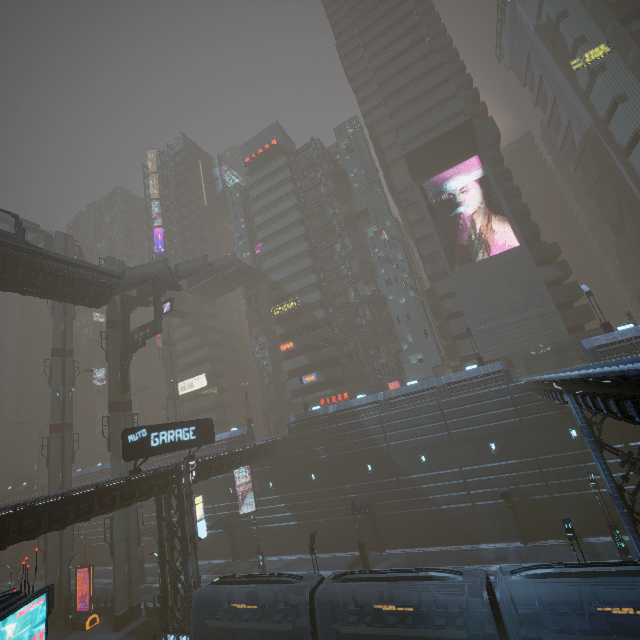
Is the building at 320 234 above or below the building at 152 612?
above

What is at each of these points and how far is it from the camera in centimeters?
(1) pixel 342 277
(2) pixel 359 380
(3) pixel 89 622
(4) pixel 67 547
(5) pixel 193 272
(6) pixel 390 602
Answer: (1) building, 5197cm
(2) building, 4728cm
(3) sign, 2848cm
(4) sm, 3394cm
(5) stairs, 4238cm
(6) train, 1527cm

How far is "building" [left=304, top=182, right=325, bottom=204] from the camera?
56.41m

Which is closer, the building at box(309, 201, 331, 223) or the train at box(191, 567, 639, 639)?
the train at box(191, 567, 639, 639)

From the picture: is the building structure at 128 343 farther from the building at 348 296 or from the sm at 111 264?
the building at 348 296

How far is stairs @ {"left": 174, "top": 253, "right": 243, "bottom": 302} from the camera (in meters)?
40.88

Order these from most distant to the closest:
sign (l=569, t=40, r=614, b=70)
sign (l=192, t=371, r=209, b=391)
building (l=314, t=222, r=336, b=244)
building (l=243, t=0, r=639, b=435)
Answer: sign (l=192, t=371, r=209, b=391) → building (l=314, t=222, r=336, b=244) → sign (l=569, t=40, r=614, b=70) → building (l=243, t=0, r=639, b=435)

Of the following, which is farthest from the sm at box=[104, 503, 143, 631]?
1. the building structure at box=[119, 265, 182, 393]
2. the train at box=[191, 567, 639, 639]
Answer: the train at box=[191, 567, 639, 639]
